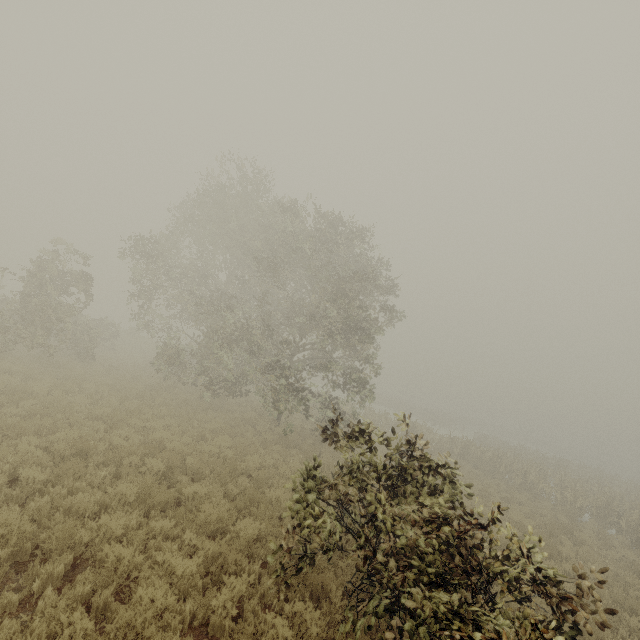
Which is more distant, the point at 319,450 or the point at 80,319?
the point at 80,319
